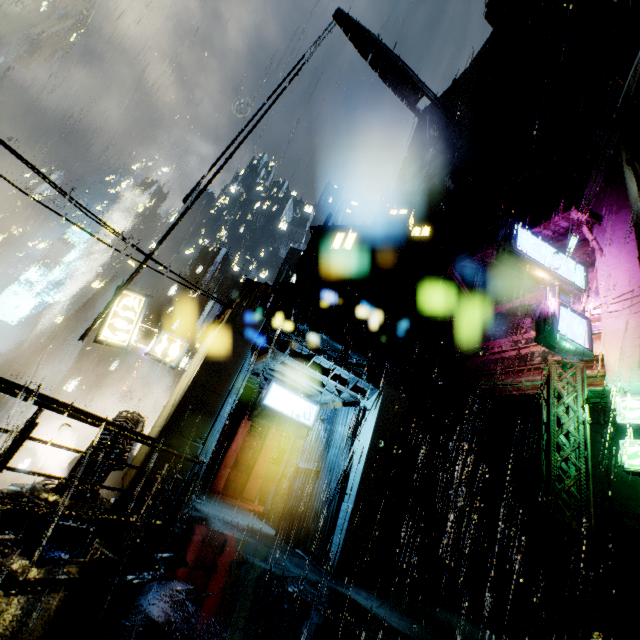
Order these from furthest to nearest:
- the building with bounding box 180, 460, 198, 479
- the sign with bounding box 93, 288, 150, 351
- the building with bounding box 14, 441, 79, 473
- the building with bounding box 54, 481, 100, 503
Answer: the building with bounding box 14, 441, 79, 473 → the sign with bounding box 93, 288, 150, 351 → the building with bounding box 180, 460, 198, 479 → the building with bounding box 54, 481, 100, 503

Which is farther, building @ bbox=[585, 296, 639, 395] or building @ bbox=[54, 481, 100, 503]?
building @ bbox=[585, 296, 639, 395]

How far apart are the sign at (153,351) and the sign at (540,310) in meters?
13.0

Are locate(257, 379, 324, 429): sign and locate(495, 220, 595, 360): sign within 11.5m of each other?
yes

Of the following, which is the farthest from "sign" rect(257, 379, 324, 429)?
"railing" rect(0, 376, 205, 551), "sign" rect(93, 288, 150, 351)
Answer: "railing" rect(0, 376, 205, 551)

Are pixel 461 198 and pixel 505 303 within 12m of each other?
no
